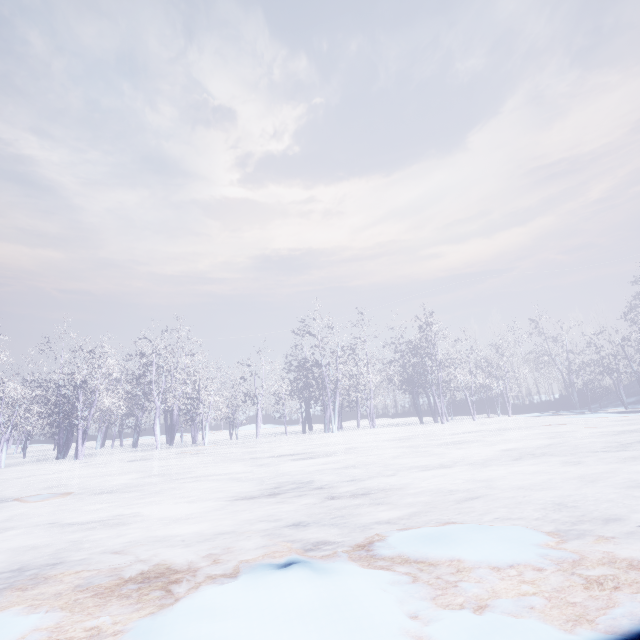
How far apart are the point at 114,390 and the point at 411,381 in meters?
19.9 m
